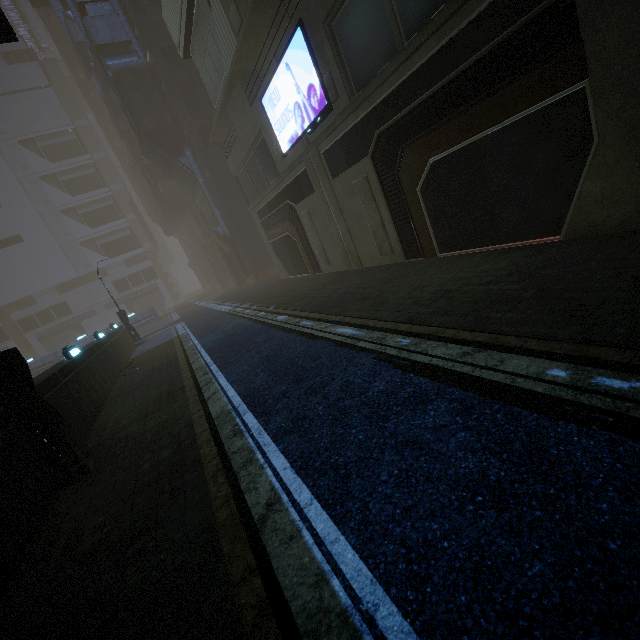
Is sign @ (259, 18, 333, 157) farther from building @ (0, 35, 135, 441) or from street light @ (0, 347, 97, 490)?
street light @ (0, 347, 97, 490)

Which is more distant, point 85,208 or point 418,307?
point 85,208

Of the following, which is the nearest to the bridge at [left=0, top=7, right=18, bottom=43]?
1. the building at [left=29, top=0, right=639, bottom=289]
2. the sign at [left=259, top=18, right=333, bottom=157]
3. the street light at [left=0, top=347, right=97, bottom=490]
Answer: the sign at [left=259, top=18, right=333, bottom=157]

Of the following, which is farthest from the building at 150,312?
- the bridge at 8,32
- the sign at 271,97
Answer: the bridge at 8,32

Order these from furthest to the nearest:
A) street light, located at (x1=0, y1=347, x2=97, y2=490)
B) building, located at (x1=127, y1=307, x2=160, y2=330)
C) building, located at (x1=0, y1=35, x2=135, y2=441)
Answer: building, located at (x1=127, y1=307, x2=160, y2=330) < building, located at (x1=0, y1=35, x2=135, y2=441) < street light, located at (x1=0, y1=347, x2=97, y2=490)

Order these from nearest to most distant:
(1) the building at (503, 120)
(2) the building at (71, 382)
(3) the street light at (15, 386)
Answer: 1. (3) the street light at (15, 386)
2. (1) the building at (503, 120)
3. (2) the building at (71, 382)

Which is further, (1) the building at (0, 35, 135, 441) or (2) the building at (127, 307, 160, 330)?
(2) the building at (127, 307, 160, 330)

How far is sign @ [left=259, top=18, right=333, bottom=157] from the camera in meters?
12.3 m
